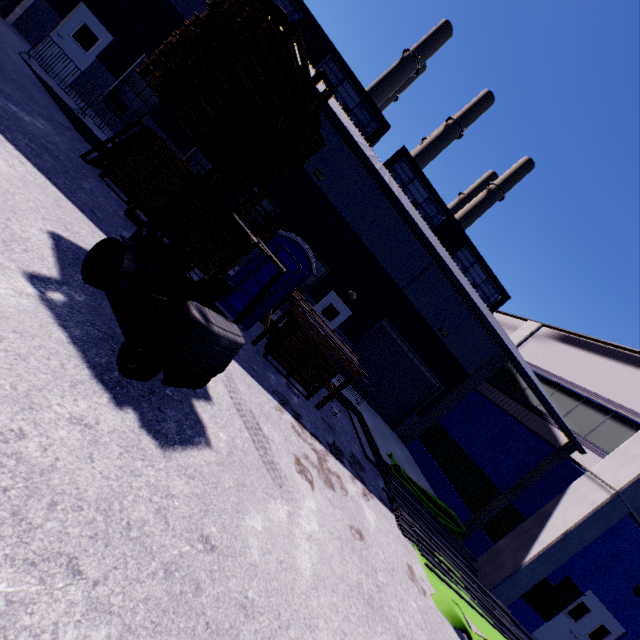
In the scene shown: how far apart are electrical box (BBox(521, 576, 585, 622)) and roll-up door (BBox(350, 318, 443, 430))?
7.5 meters

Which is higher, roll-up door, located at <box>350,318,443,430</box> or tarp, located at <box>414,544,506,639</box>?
roll-up door, located at <box>350,318,443,430</box>

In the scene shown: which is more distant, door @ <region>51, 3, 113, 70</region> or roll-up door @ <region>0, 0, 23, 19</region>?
door @ <region>51, 3, 113, 70</region>

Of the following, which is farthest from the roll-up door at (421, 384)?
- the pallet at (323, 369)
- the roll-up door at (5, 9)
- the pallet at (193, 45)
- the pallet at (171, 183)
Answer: the roll-up door at (5, 9)

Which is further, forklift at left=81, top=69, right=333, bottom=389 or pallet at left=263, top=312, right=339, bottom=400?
pallet at left=263, top=312, right=339, bottom=400

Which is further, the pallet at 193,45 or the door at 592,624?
the door at 592,624

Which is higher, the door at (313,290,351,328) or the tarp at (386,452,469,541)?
the door at (313,290,351,328)

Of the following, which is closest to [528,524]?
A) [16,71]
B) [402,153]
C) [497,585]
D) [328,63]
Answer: [497,585]
